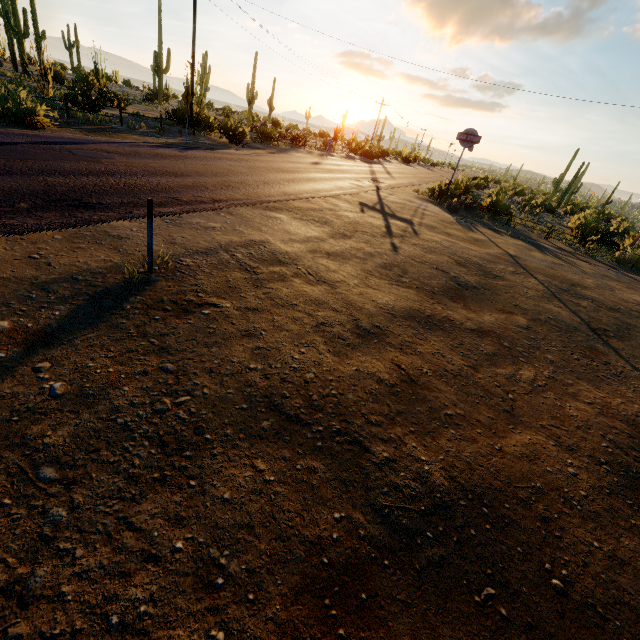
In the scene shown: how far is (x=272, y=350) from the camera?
4.1 meters

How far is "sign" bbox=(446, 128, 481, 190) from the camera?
21.6 meters

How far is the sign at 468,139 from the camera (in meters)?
21.63
